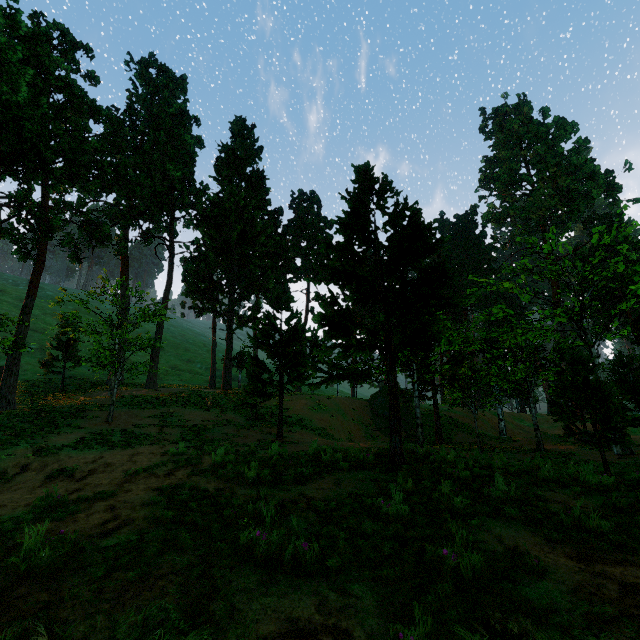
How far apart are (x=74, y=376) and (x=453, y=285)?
50.18m
